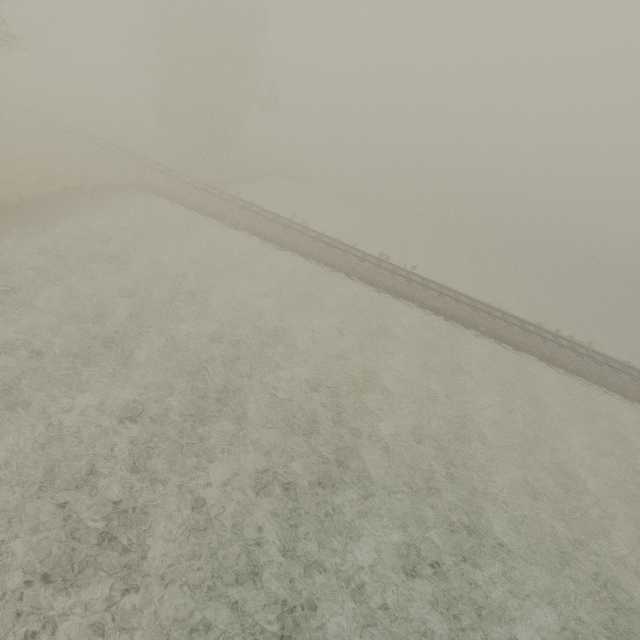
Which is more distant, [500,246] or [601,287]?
[500,246]
